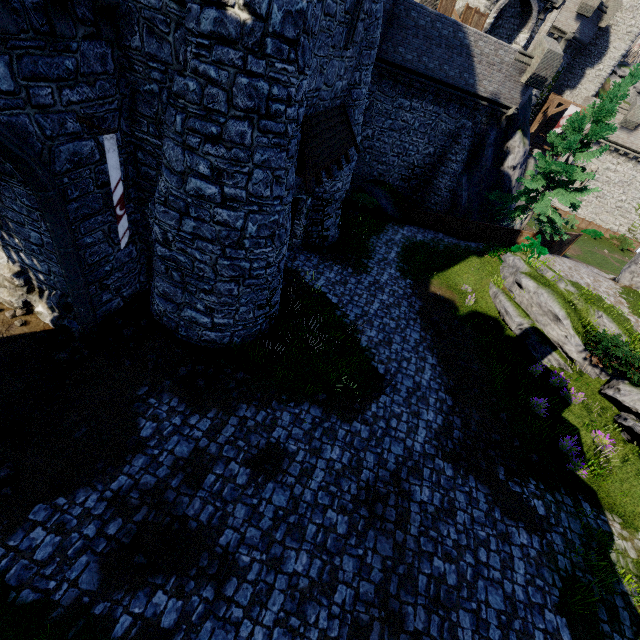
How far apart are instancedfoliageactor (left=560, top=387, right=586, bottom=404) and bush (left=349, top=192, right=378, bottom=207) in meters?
15.7

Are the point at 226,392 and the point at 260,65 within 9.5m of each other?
yes

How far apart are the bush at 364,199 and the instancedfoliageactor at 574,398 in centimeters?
1568cm

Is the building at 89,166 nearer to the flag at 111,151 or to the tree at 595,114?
the flag at 111,151

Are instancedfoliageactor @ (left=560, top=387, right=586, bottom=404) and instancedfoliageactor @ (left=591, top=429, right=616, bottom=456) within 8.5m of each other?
yes

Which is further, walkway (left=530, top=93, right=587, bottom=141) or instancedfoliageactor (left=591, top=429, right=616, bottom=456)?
walkway (left=530, top=93, right=587, bottom=141)

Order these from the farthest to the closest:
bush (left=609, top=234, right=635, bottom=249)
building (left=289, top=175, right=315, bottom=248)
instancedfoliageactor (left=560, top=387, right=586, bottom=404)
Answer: bush (left=609, top=234, right=635, bottom=249) < building (left=289, top=175, right=315, bottom=248) < instancedfoliageactor (left=560, top=387, right=586, bottom=404)

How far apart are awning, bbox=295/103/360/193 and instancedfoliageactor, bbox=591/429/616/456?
13.38m
